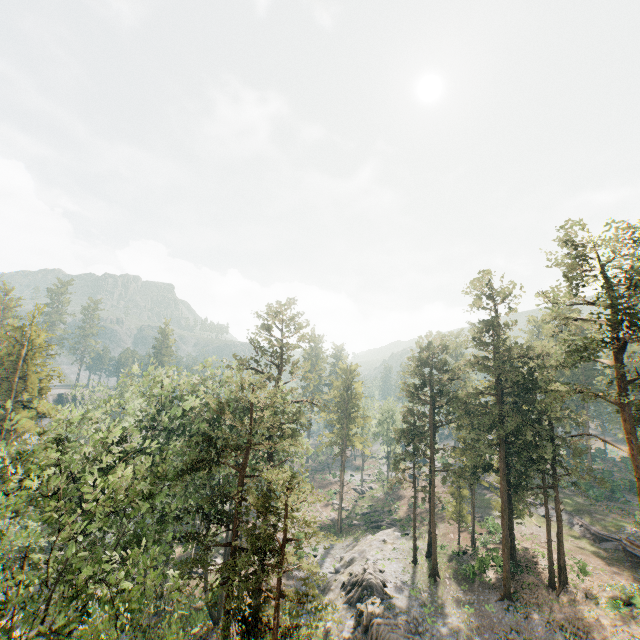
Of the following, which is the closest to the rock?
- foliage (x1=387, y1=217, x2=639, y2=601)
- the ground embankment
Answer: foliage (x1=387, y1=217, x2=639, y2=601)

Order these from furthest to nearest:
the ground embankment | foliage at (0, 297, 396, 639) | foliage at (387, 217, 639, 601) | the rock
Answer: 1. the ground embankment
2. the rock
3. foliage at (387, 217, 639, 601)
4. foliage at (0, 297, 396, 639)

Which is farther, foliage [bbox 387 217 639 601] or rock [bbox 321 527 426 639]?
rock [bbox 321 527 426 639]

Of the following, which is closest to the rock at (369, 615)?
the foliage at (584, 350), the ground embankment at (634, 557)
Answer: the foliage at (584, 350)

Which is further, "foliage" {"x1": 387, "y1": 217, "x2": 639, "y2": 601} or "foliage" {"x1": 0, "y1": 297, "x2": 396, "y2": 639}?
"foliage" {"x1": 387, "y1": 217, "x2": 639, "y2": 601}

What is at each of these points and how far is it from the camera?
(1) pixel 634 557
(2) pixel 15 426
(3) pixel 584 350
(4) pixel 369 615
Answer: (1) ground embankment, 34.88m
(2) foliage, 22.06m
(3) foliage, 25.28m
(4) rock, 28.98m

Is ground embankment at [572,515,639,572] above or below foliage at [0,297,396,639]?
below

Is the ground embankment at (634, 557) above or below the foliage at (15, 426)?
below
